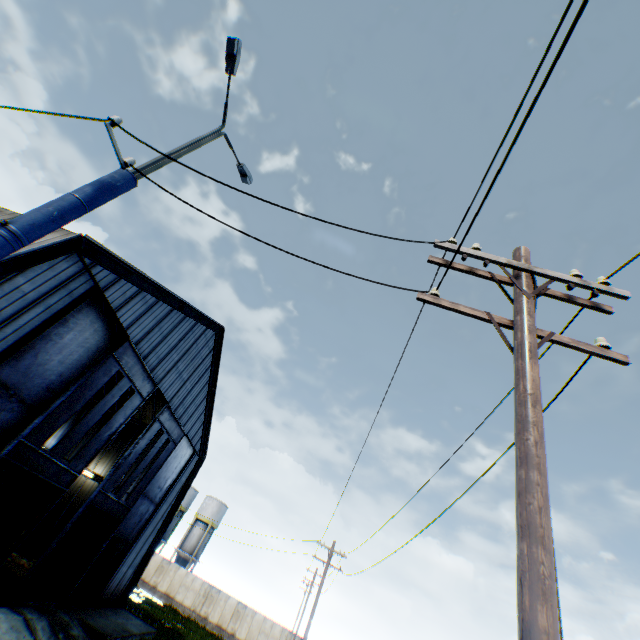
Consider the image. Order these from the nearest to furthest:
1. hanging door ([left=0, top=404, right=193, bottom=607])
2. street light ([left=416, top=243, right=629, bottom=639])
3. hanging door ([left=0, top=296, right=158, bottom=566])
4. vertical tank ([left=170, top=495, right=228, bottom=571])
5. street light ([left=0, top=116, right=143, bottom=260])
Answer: street light ([left=416, top=243, right=629, bottom=639])
street light ([left=0, top=116, right=143, bottom=260])
hanging door ([left=0, top=296, right=158, bottom=566])
hanging door ([left=0, top=404, right=193, bottom=607])
vertical tank ([left=170, top=495, right=228, bottom=571])

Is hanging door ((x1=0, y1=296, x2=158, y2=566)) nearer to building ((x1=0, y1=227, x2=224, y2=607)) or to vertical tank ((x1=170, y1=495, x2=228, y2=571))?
building ((x1=0, y1=227, x2=224, y2=607))

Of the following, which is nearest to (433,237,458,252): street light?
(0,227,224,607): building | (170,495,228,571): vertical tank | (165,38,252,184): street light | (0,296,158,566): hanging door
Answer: (165,38,252,184): street light

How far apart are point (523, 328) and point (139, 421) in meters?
34.2

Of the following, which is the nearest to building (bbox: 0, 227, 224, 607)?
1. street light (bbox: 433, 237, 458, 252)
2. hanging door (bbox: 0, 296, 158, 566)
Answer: hanging door (bbox: 0, 296, 158, 566)

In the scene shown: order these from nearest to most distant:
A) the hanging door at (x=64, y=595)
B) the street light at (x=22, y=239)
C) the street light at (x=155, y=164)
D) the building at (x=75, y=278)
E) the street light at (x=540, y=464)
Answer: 1. the street light at (x=540, y=464)
2. the street light at (x=22, y=239)
3. the street light at (x=155, y=164)
4. the building at (x=75, y=278)
5. the hanging door at (x=64, y=595)

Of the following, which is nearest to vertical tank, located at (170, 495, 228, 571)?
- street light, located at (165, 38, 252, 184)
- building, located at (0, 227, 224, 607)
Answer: building, located at (0, 227, 224, 607)

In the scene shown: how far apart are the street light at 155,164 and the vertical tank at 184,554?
56.2 meters
